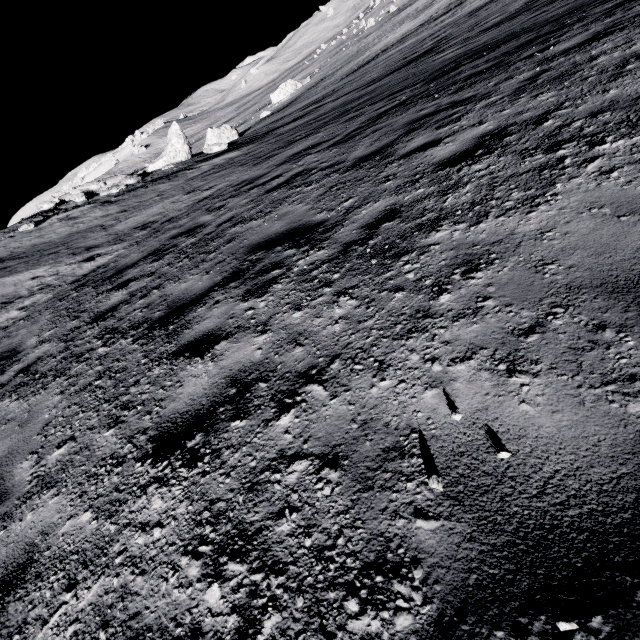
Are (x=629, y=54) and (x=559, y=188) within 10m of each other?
yes

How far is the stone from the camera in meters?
17.8

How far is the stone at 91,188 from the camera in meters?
17.8
